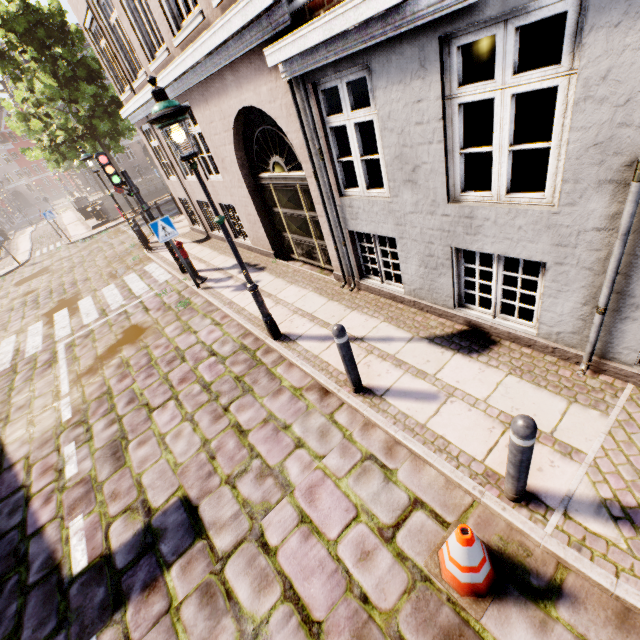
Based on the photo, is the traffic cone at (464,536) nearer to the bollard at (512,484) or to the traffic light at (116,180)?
the bollard at (512,484)

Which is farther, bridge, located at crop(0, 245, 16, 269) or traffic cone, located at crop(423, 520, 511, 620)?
bridge, located at crop(0, 245, 16, 269)

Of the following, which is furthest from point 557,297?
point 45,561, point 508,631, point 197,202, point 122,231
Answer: point 122,231

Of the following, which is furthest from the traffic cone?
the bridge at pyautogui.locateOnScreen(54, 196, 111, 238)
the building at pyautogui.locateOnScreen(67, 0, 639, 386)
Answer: the bridge at pyautogui.locateOnScreen(54, 196, 111, 238)

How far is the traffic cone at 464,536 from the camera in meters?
2.3 m

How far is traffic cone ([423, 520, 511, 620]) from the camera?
2.30m

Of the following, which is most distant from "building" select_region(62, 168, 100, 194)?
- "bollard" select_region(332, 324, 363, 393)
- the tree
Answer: "bollard" select_region(332, 324, 363, 393)

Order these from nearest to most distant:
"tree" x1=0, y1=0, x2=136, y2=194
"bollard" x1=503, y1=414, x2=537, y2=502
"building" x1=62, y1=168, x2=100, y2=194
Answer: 1. "bollard" x1=503, y1=414, x2=537, y2=502
2. "tree" x1=0, y1=0, x2=136, y2=194
3. "building" x1=62, y1=168, x2=100, y2=194
